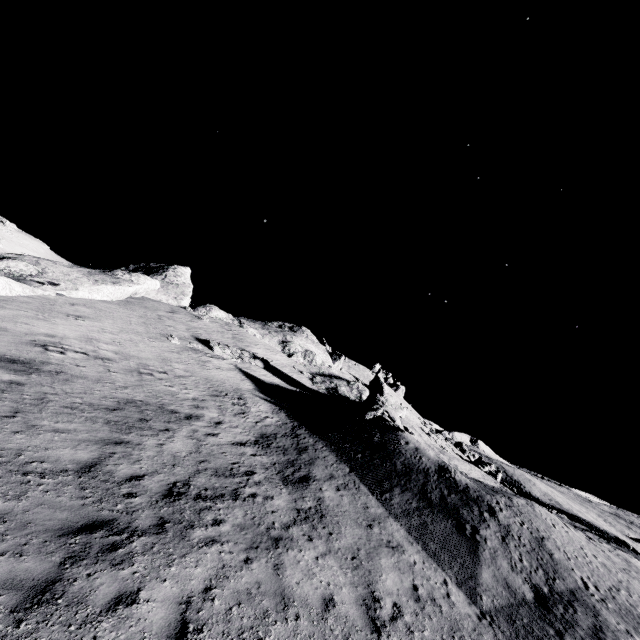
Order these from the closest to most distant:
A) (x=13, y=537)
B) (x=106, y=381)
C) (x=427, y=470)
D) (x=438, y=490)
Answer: (x=13, y=537) → (x=106, y=381) → (x=438, y=490) → (x=427, y=470)

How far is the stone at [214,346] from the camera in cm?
2755

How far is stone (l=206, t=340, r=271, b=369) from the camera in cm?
2755
